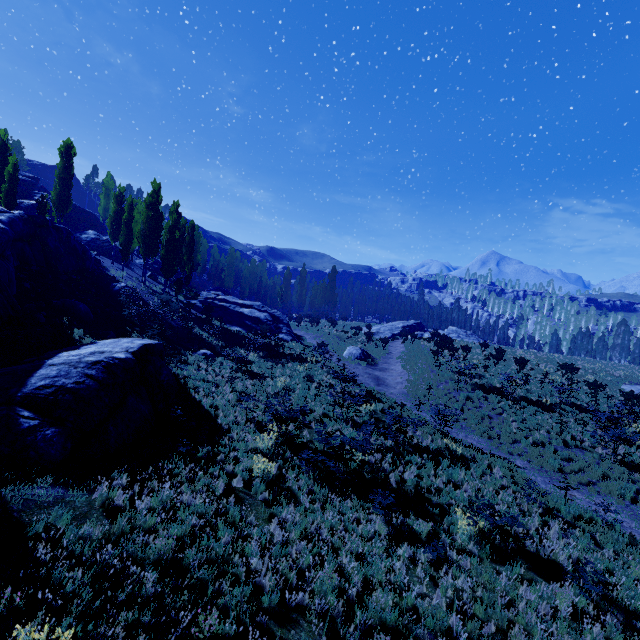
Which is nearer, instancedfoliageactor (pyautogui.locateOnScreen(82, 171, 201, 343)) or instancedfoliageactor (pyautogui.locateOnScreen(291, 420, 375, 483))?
instancedfoliageactor (pyautogui.locateOnScreen(291, 420, 375, 483))

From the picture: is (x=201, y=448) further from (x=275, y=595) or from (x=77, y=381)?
(x=275, y=595)

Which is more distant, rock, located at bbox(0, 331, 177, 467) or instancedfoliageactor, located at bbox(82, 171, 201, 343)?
instancedfoliageactor, located at bbox(82, 171, 201, 343)

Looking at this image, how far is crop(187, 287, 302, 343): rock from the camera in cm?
3327

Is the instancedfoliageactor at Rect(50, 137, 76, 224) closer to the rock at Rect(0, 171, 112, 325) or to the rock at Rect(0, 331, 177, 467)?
the rock at Rect(0, 171, 112, 325)

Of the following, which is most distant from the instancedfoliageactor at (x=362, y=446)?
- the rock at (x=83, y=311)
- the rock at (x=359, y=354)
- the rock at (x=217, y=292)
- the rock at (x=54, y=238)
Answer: the rock at (x=359, y=354)

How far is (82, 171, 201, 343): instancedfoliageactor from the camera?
23.8 meters

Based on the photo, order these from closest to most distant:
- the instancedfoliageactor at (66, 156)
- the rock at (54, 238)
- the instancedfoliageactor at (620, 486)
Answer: the instancedfoliageactor at (620, 486)
the rock at (54, 238)
the instancedfoliageactor at (66, 156)
